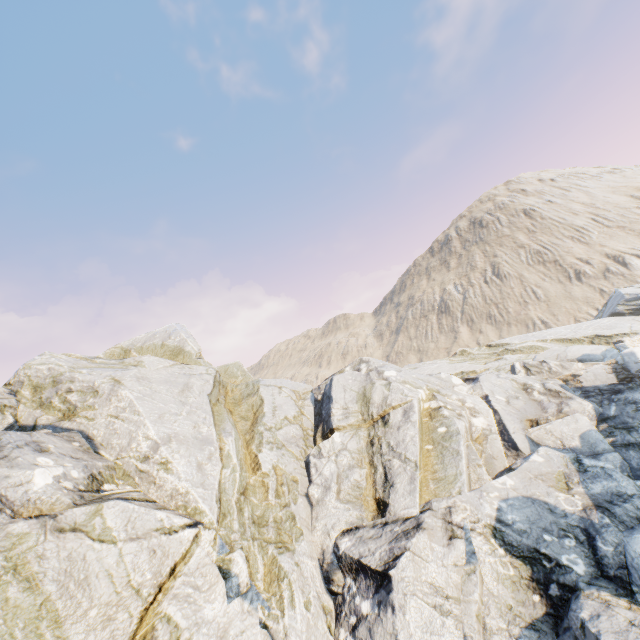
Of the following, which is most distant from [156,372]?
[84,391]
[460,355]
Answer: [460,355]
